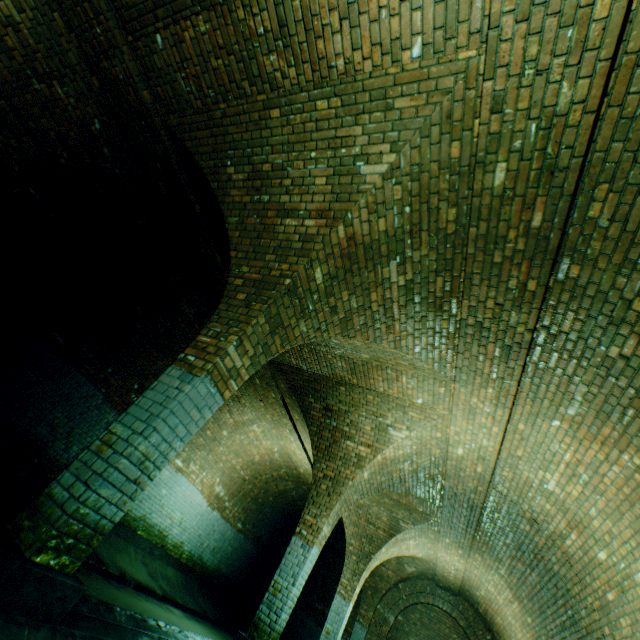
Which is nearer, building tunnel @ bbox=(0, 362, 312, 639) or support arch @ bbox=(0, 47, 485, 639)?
support arch @ bbox=(0, 47, 485, 639)

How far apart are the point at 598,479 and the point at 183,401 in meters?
5.2 m

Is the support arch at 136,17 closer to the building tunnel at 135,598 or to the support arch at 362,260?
the building tunnel at 135,598

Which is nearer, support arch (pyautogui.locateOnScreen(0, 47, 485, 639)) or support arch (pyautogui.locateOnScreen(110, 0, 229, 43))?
support arch (pyautogui.locateOnScreen(0, 47, 485, 639))

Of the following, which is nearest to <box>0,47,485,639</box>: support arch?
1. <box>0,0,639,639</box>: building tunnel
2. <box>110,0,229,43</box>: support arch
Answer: <box>0,0,639,639</box>: building tunnel

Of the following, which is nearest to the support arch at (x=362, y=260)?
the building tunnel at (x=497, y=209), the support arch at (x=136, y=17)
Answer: the building tunnel at (x=497, y=209)

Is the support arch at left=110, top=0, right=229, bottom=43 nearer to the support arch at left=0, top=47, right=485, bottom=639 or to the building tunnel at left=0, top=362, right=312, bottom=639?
the building tunnel at left=0, top=362, right=312, bottom=639
